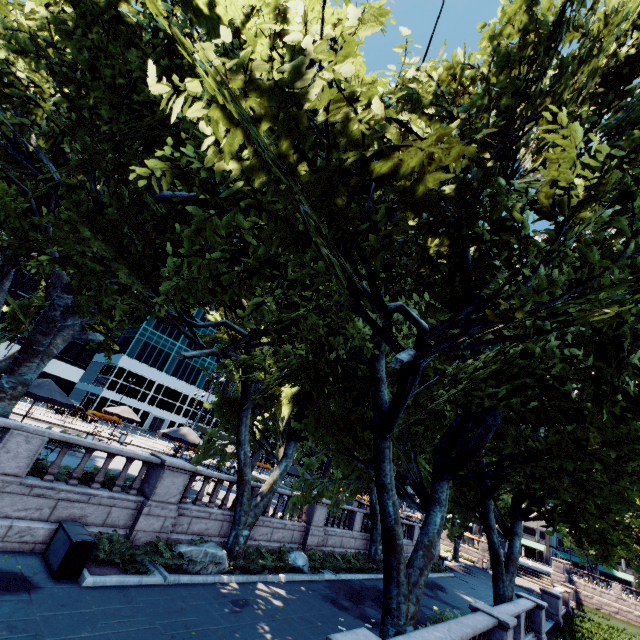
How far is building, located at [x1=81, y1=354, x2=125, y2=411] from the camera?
57.1m

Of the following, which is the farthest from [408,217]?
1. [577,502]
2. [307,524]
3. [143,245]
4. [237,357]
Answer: [577,502]

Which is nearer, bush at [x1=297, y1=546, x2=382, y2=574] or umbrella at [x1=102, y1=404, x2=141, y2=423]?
bush at [x1=297, y1=546, x2=382, y2=574]

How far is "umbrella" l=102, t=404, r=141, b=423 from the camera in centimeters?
2286cm

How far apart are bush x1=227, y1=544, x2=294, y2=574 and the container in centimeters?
736cm

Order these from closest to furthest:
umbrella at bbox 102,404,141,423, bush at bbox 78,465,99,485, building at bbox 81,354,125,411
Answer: bush at bbox 78,465,99,485
umbrella at bbox 102,404,141,423
building at bbox 81,354,125,411

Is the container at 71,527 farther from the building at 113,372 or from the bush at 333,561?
the building at 113,372

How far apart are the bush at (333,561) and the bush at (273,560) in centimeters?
538cm
